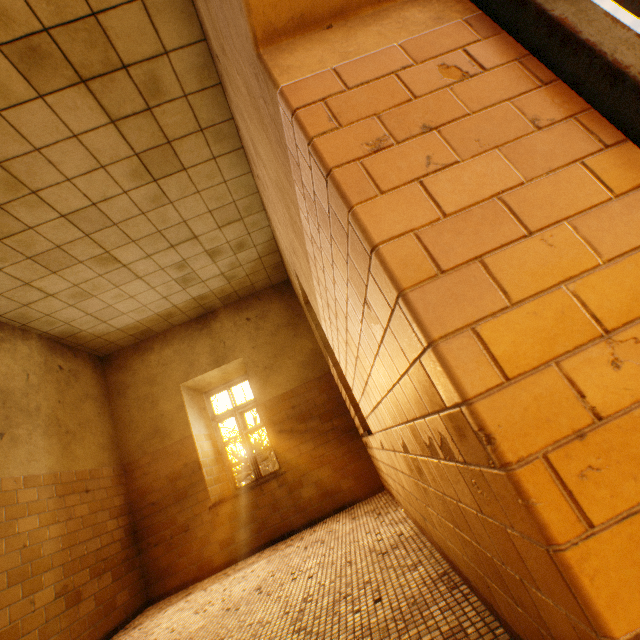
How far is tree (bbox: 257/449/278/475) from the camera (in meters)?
11.32

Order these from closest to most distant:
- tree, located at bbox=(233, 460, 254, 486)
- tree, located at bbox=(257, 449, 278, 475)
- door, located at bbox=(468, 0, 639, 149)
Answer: door, located at bbox=(468, 0, 639, 149) → tree, located at bbox=(233, 460, 254, 486) → tree, located at bbox=(257, 449, 278, 475)

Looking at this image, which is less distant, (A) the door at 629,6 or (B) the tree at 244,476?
(A) the door at 629,6

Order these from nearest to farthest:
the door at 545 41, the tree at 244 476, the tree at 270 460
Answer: the door at 545 41, the tree at 244 476, the tree at 270 460

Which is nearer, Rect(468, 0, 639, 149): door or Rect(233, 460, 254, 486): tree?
Rect(468, 0, 639, 149): door

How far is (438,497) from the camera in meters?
1.4 m
